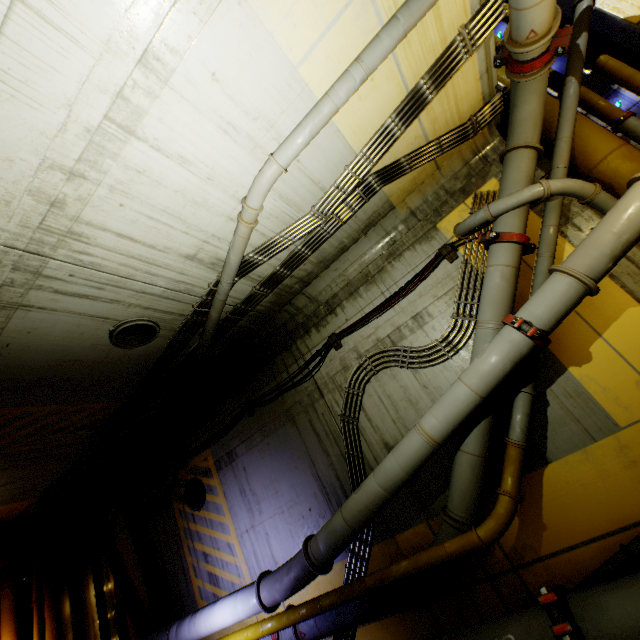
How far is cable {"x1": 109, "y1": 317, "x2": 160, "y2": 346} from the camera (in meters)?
5.68

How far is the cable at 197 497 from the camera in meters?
8.7

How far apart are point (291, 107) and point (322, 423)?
5.9 meters

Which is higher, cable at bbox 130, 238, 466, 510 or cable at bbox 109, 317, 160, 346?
cable at bbox 109, 317, 160, 346

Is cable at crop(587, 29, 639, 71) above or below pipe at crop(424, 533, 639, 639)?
above

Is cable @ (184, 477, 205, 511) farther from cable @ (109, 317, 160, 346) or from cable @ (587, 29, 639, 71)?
cable @ (109, 317, 160, 346)

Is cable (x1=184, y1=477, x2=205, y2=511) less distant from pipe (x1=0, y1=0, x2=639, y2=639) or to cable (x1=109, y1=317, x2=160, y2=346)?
pipe (x1=0, y1=0, x2=639, y2=639)
